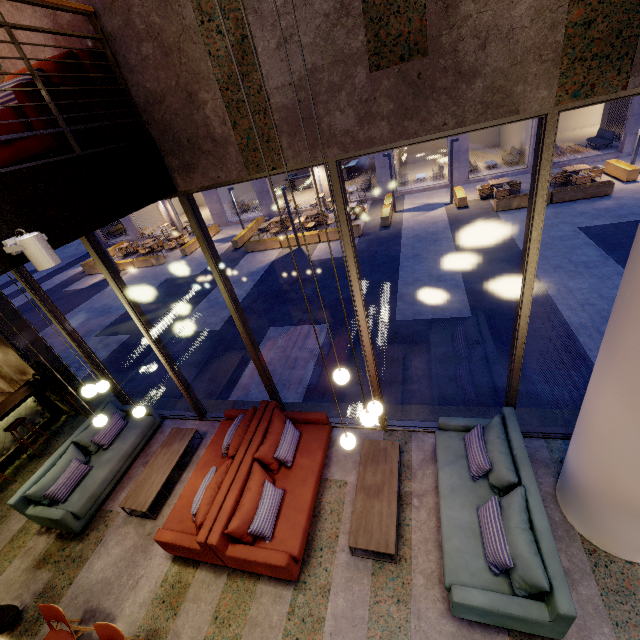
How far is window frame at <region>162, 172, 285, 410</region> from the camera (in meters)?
3.92

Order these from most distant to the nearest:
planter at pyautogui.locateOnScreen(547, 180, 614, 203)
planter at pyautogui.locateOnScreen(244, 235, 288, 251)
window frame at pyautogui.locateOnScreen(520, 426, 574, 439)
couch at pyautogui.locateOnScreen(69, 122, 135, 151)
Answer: planter at pyautogui.locateOnScreen(244, 235, 288, 251) → planter at pyautogui.locateOnScreen(547, 180, 614, 203) → window frame at pyautogui.locateOnScreen(520, 426, 574, 439) → couch at pyautogui.locateOnScreen(69, 122, 135, 151)

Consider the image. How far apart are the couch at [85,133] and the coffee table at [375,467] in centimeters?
531cm

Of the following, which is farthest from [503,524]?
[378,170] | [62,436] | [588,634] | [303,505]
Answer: [378,170]

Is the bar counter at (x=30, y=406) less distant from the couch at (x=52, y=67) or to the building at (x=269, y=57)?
the building at (x=269, y=57)

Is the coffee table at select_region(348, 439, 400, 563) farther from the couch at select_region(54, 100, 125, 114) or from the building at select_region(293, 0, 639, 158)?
the couch at select_region(54, 100, 125, 114)

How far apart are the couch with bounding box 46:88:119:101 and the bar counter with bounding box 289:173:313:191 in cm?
2343
